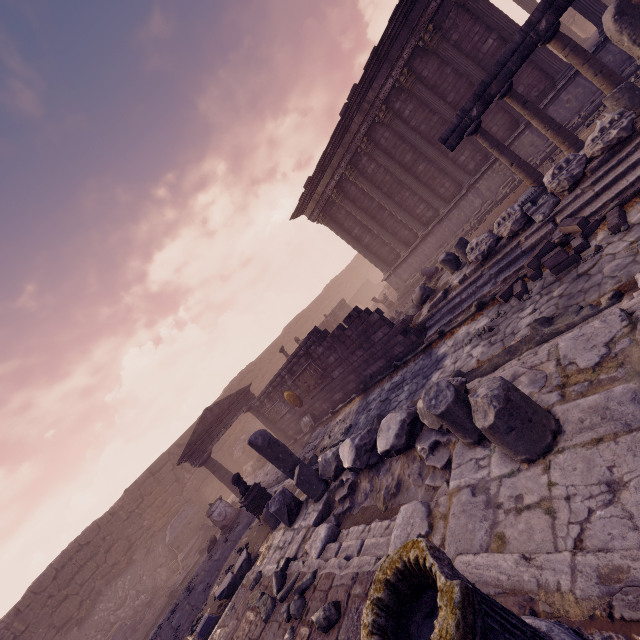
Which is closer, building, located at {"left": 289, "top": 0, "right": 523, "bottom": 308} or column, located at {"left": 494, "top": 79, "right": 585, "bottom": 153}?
column, located at {"left": 494, "top": 79, "right": 585, "bottom": 153}

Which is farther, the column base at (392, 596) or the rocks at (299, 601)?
the rocks at (299, 601)

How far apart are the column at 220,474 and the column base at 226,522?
0.7m

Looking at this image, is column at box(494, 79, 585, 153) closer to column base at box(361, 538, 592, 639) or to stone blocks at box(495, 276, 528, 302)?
stone blocks at box(495, 276, 528, 302)

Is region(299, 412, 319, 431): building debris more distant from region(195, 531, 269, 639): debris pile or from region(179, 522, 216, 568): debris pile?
region(179, 522, 216, 568): debris pile

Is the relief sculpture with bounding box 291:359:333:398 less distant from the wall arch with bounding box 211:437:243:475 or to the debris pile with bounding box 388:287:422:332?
the debris pile with bounding box 388:287:422:332

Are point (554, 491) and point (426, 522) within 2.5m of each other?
yes

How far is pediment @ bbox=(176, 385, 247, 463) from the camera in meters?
14.2 m
